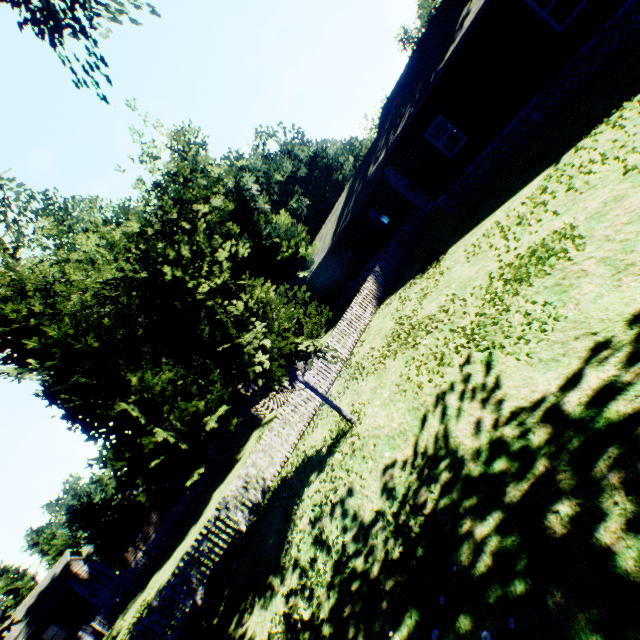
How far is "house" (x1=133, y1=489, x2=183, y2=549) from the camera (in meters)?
31.92

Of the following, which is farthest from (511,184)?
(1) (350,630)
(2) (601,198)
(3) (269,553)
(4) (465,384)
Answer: (3) (269,553)

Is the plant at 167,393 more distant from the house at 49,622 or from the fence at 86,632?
the house at 49,622

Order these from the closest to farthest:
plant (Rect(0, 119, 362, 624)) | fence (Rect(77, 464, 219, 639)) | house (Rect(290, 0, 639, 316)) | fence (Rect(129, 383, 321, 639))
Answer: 1. plant (Rect(0, 119, 362, 624))
2. fence (Rect(129, 383, 321, 639))
3. house (Rect(290, 0, 639, 316))
4. fence (Rect(77, 464, 219, 639))

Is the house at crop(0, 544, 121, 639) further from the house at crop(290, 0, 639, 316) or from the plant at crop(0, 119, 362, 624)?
the house at crop(290, 0, 639, 316)

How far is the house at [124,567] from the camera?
30.27m
